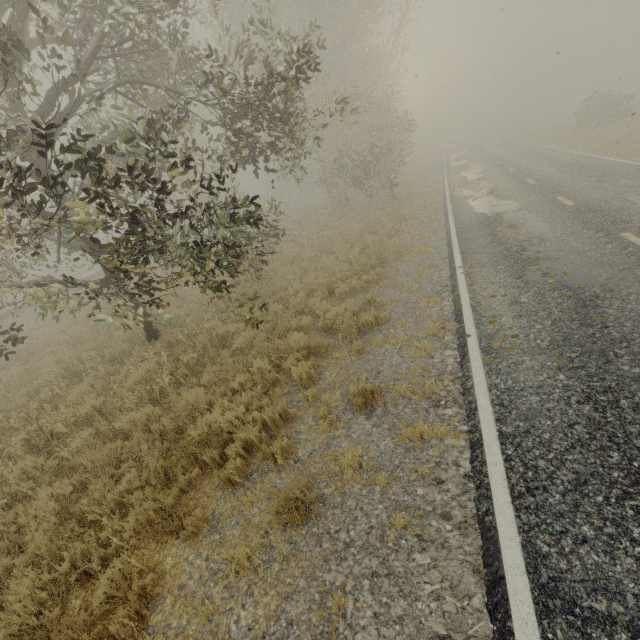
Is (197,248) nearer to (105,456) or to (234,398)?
(234,398)

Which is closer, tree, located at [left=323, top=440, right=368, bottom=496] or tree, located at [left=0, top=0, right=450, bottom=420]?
tree, located at [left=323, top=440, right=368, bottom=496]

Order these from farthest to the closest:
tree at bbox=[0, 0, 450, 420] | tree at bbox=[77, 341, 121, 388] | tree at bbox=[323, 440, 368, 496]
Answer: tree at bbox=[77, 341, 121, 388], tree at bbox=[0, 0, 450, 420], tree at bbox=[323, 440, 368, 496]

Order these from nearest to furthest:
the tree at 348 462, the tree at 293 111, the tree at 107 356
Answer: the tree at 348 462 < the tree at 293 111 < the tree at 107 356

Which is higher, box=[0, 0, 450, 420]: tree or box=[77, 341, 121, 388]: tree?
box=[0, 0, 450, 420]: tree

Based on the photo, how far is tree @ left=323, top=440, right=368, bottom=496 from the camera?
4.0 meters

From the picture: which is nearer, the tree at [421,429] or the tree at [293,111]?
the tree at [421,429]
